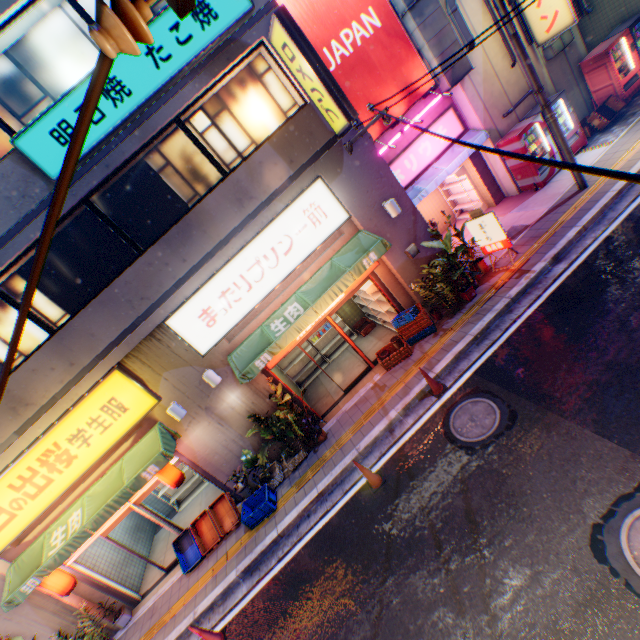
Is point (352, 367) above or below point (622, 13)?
below

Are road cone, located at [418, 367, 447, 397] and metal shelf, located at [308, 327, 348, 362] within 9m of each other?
yes

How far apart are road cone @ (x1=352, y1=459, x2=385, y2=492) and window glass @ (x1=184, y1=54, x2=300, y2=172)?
7.1 meters

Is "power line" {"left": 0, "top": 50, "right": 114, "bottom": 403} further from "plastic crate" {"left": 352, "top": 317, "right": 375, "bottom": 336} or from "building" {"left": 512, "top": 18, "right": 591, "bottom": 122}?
"plastic crate" {"left": 352, "top": 317, "right": 375, "bottom": 336}

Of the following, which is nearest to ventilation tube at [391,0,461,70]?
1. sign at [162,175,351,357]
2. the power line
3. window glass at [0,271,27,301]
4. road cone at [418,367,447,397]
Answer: the power line

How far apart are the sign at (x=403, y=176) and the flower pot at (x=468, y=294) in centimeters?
395cm

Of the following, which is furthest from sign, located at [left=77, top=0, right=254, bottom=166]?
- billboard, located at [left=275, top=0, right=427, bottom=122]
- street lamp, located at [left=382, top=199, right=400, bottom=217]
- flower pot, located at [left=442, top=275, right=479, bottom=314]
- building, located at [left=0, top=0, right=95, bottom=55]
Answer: flower pot, located at [left=442, top=275, right=479, bottom=314]

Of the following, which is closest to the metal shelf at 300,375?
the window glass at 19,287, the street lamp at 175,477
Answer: the street lamp at 175,477
